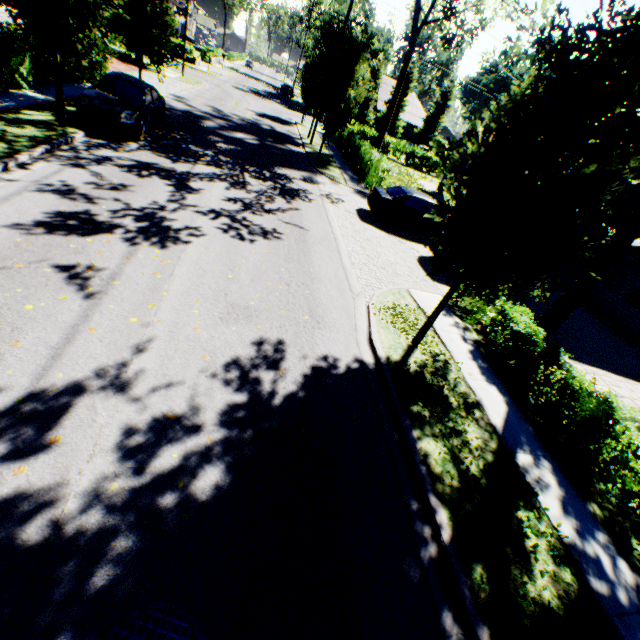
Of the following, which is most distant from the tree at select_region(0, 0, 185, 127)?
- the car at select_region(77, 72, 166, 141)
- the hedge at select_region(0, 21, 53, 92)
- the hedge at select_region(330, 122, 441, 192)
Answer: the hedge at select_region(0, 21, 53, 92)

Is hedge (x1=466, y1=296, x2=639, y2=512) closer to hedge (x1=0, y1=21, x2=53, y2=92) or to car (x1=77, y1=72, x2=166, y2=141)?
car (x1=77, y1=72, x2=166, y2=141)

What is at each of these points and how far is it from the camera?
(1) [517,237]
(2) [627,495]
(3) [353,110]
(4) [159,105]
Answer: (1) tree, 5.1 meters
(2) hedge, 5.3 meters
(3) tree, 18.9 meters
(4) car, 13.7 meters

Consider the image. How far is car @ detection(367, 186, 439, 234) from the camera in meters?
14.0 m

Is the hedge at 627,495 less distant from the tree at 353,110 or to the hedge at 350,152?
the tree at 353,110

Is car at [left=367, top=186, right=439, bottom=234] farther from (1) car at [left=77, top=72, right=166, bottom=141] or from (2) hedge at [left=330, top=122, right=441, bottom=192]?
(2) hedge at [left=330, top=122, right=441, bottom=192]

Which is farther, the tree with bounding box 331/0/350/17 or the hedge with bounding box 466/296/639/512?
the tree with bounding box 331/0/350/17

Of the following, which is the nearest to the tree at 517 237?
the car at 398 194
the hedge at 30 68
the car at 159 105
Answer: the car at 159 105
